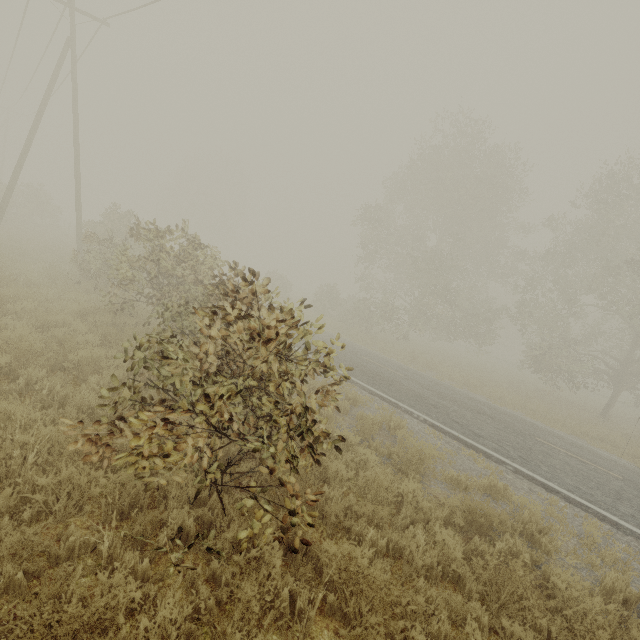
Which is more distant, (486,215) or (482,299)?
(482,299)
